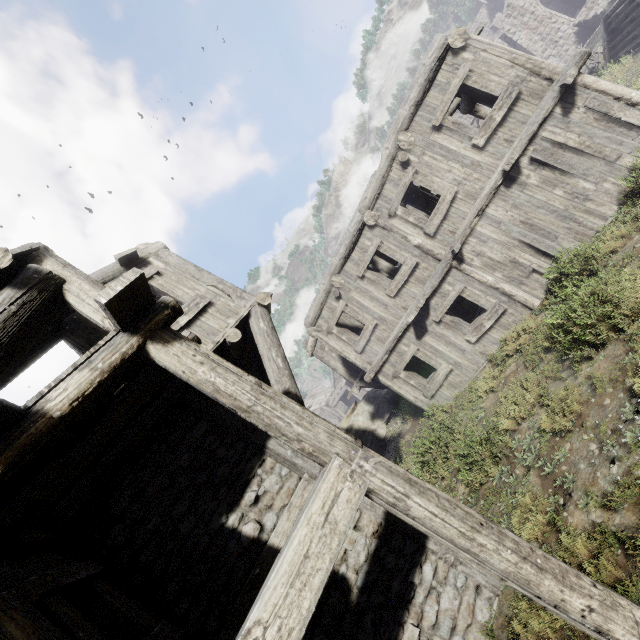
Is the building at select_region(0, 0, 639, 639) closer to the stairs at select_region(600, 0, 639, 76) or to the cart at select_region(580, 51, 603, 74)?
the cart at select_region(580, 51, 603, 74)

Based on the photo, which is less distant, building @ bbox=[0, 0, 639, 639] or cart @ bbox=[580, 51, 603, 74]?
building @ bbox=[0, 0, 639, 639]

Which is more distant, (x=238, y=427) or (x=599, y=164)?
(x=599, y=164)

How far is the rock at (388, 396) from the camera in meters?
17.6

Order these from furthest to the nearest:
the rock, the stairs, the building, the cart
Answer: the rock < the cart < the stairs < the building

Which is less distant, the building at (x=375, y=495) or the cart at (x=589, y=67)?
the building at (x=375, y=495)

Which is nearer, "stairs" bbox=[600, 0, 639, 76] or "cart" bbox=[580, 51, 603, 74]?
"stairs" bbox=[600, 0, 639, 76]

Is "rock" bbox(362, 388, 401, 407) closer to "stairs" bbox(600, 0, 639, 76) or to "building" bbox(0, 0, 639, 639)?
"building" bbox(0, 0, 639, 639)
